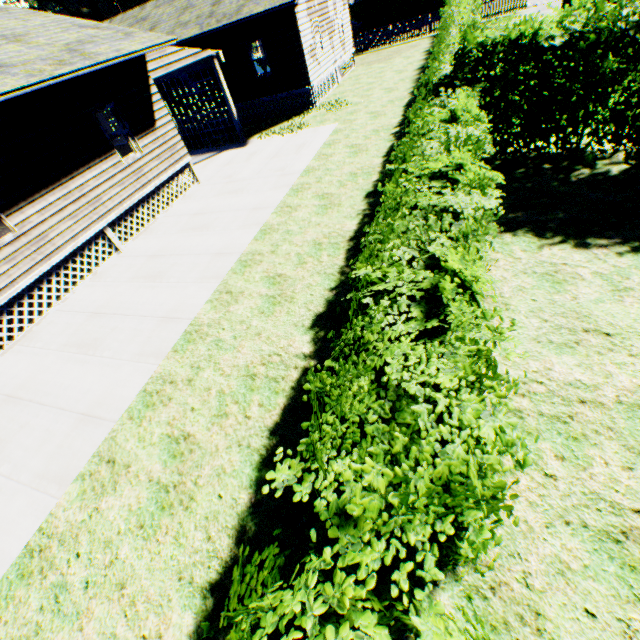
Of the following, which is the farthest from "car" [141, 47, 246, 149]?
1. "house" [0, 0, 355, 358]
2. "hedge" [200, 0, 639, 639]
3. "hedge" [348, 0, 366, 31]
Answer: "hedge" [348, 0, 366, 31]

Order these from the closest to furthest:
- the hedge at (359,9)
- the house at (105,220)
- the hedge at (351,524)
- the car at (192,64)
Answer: the hedge at (351,524) → the house at (105,220) → the car at (192,64) → the hedge at (359,9)

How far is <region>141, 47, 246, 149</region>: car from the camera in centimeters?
1162cm

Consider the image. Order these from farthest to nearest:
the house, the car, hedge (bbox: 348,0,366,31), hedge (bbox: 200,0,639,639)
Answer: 1. hedge (bbox: 348,0,366,31)
2. the car
3. the house
4. hedge (bbox: 200,0,639,639)

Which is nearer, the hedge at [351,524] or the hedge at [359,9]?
the hedge at [351,524]

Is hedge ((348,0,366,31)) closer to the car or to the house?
the car

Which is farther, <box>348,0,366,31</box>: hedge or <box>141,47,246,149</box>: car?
<box>348,0,366,31</box>: hedge

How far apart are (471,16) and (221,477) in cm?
1902
